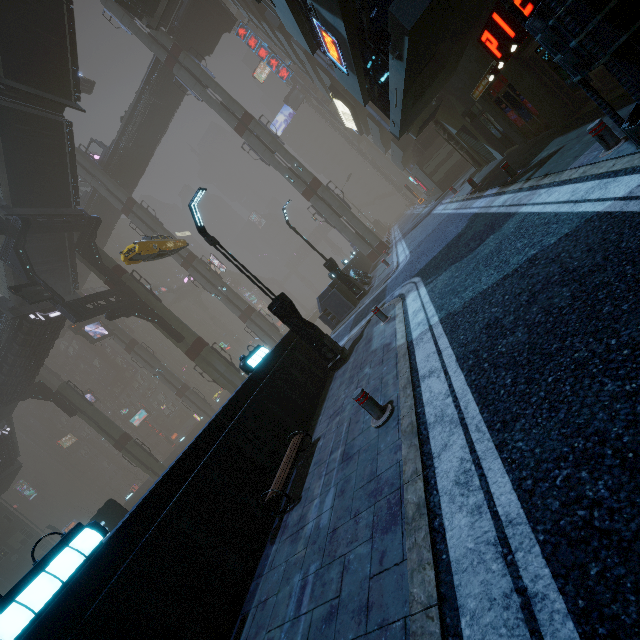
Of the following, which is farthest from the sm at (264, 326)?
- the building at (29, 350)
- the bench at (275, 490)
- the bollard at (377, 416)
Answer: the bollard at (377, 416)

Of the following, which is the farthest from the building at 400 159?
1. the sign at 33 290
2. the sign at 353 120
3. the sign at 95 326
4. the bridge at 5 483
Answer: the sign at 95 326

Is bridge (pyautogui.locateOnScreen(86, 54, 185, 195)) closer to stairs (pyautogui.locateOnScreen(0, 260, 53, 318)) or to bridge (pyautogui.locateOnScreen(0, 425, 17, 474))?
stairs (pyautogui.locateOnScreen(0, 260, 53, 318))

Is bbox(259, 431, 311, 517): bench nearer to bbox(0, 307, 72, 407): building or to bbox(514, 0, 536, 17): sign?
bbox(514, 0, 536, 17): sign

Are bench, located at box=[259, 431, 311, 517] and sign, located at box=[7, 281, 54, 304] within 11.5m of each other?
no

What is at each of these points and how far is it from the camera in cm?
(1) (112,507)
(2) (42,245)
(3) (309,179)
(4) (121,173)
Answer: (1) sign, 1673
(2) stairs, 2383
(3) sm, 3148
(4) bridge, 3838

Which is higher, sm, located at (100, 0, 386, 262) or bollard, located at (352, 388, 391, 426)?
sm, located at (100, 0, 386, 262)

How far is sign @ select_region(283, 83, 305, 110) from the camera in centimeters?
5612cm
